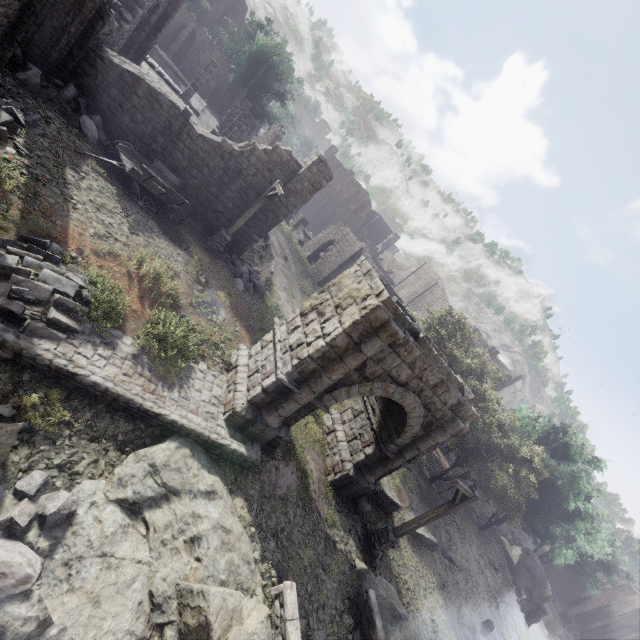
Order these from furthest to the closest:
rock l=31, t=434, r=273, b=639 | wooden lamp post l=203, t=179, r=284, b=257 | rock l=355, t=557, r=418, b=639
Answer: wooden lamp post l=203, t=179, r=284, b=257
rock l=355, t=557, r=418, b=639
rock l=31, t=434, r=273, b=639

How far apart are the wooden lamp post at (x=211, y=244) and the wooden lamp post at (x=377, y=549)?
12.8m

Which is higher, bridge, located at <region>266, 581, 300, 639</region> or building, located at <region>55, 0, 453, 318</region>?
building, located at <region>55, 0, 453, 318</region>

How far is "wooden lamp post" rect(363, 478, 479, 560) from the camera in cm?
1143

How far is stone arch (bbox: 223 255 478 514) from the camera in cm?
902

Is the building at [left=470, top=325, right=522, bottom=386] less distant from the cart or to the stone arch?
the stone arch

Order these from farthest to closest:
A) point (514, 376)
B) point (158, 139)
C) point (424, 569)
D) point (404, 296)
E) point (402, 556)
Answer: point (404, 296) < point (514, 376) < point (424, 569) < point (402, 556) < point (158, 139)

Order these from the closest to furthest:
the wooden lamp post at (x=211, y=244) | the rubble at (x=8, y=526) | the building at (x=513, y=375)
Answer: the rubble at (x=8, y=526)
the wooden lamp post at (x=211, y=244)
the building at (x=513, y=375)
